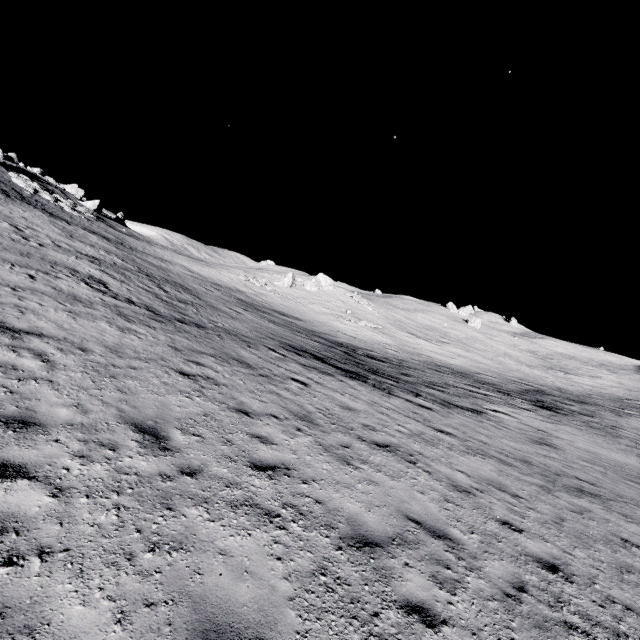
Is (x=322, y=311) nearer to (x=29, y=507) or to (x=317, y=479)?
(x=317, y=479)

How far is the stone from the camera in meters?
48.3 m

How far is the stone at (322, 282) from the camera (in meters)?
48.28
